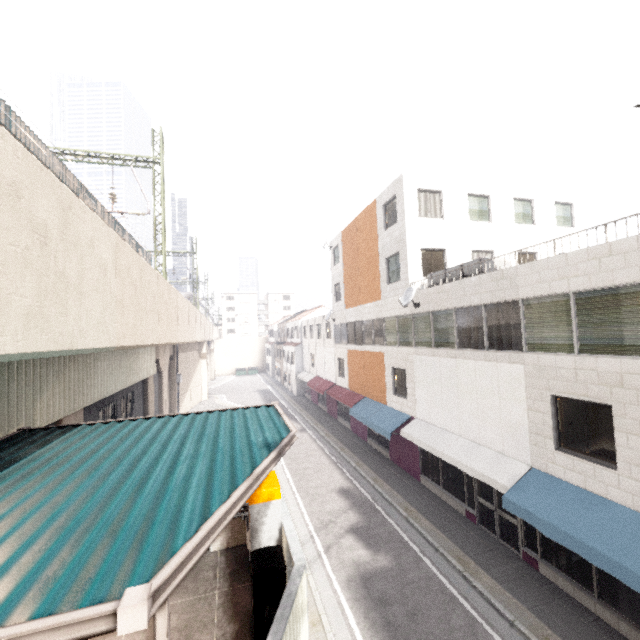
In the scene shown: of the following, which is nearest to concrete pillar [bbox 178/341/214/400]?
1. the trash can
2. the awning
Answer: the awning

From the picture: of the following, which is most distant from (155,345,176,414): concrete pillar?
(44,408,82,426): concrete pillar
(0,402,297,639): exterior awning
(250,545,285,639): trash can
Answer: (250,545,285,639): trash can

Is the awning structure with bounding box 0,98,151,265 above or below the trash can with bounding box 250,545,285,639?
above

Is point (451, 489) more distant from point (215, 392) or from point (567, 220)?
point (215, 392)

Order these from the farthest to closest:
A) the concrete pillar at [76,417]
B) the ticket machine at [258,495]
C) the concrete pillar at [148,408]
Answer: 1. the concrete pillar at [148,408]
2. the concrete pillar at [76,417]
3. the ticket machine at [258,495]

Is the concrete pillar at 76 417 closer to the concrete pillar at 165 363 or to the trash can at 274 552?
the trash can at 274 552

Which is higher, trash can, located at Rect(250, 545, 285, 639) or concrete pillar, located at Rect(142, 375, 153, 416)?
concrete pillar, located at Rect(142, 375, 153, 416)

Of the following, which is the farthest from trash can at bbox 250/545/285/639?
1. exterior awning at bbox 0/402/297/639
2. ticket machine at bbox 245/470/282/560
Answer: exterior awning at bbox 0/402/297/639
